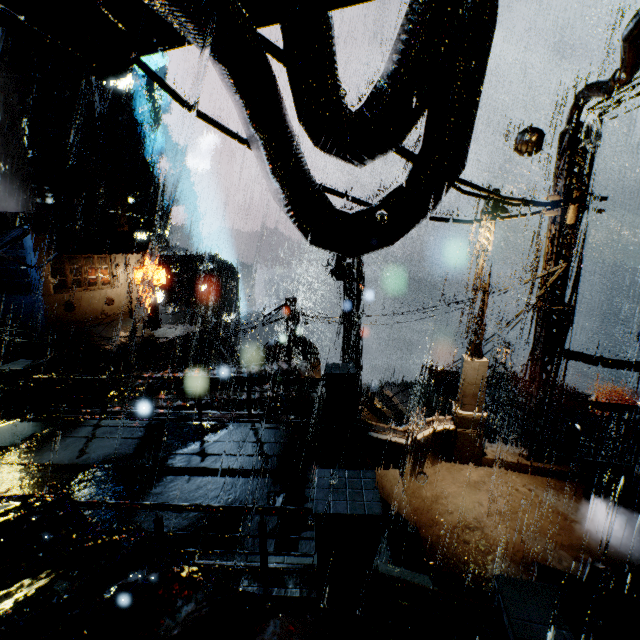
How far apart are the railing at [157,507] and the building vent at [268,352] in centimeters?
1652cm

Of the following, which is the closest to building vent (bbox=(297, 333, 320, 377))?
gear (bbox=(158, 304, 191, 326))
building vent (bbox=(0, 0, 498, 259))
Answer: building vent (bbox=(0, 0, 498, 259))

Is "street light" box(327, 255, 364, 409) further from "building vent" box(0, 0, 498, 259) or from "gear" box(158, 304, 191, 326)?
"gear" box(158, 304, 191, 326)

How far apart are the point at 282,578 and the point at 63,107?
71.8m

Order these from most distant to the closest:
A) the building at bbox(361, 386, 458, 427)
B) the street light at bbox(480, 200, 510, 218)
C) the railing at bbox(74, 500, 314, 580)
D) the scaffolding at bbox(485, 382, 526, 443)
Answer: the building at bbox(361, 386, 458, 427), the scaffolding at bbox(485, 382, 526, 443), the street light at bbox(480, 200, 510, 218), the railing at bbox(74, 500, 314, 580)

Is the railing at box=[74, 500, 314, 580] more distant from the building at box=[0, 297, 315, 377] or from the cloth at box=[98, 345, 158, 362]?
the cloth at box=[98, 345, 158, 362]

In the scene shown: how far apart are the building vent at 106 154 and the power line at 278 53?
52.11m

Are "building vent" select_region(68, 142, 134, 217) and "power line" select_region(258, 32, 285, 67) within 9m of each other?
no
